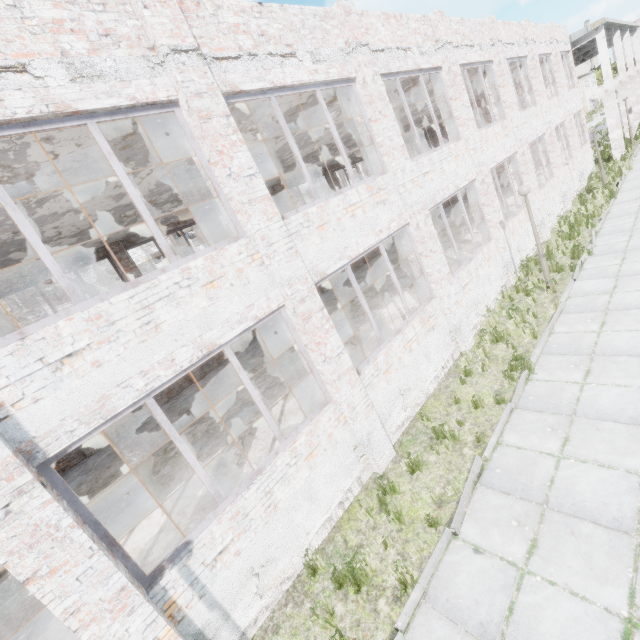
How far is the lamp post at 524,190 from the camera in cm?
917

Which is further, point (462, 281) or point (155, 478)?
point (462, 281)

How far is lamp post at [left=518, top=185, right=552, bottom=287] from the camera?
9.2m
